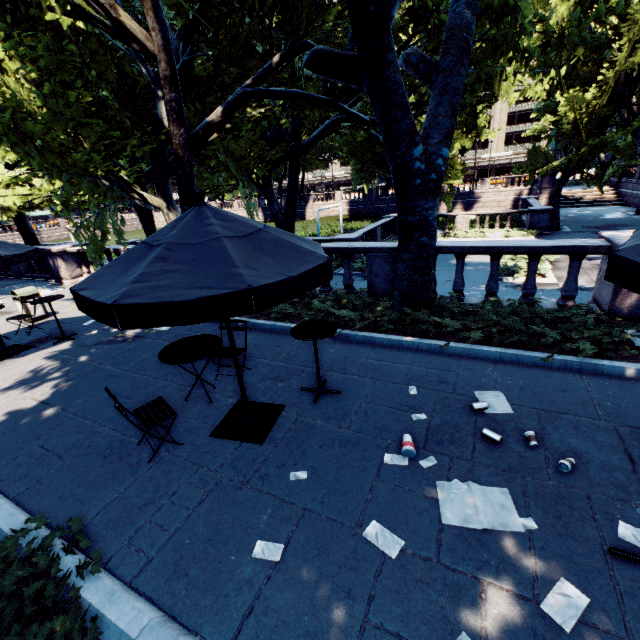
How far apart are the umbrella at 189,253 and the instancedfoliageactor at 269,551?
2.21m

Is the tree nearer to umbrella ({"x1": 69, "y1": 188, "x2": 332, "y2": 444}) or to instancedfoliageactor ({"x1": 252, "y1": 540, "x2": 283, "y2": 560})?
umbrella ({"x1": 69, "y1": 188, "x2": 332, "y2": 444})

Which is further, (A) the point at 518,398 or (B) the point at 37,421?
(B) the point at 37,421

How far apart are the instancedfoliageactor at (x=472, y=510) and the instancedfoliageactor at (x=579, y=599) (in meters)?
0.38

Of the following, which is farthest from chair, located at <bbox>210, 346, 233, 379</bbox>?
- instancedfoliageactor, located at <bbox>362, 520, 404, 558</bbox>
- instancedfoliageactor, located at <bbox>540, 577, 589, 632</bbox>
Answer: instancedfoliageactor, located at <bbox>540, 577, 589, 632</bbox>

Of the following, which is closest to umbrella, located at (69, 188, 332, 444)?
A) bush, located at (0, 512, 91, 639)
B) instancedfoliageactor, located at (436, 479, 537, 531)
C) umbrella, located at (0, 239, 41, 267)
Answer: bush, located at (0, 512, 91, 639)

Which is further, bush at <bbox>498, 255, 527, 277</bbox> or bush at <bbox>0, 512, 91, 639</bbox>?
bush at <bbox>498, 255, 527, 277</bbox>

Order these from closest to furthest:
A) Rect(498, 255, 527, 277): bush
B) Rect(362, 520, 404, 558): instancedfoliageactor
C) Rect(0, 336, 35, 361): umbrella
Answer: Rect(362, 520, 404, 558): instancedfoliageactor < Rect(0, 336, 35, 361): umbrella < Rect(498, 255, 527, 277): bush
